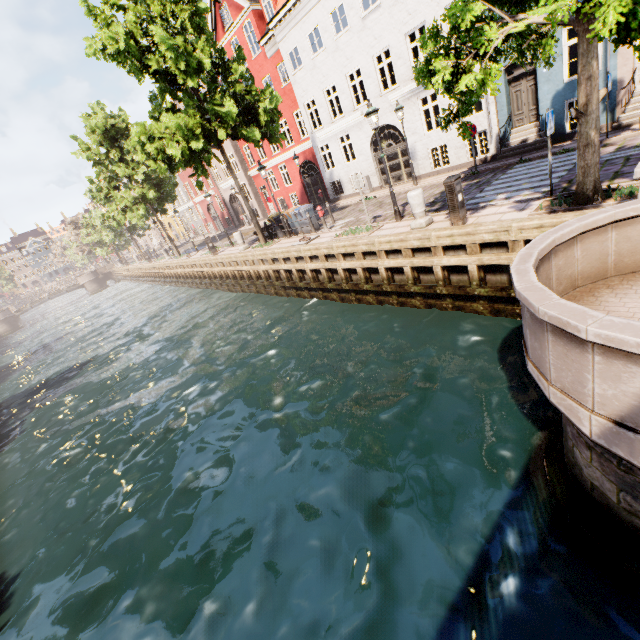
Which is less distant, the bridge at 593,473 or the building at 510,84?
the bridge at 593,473

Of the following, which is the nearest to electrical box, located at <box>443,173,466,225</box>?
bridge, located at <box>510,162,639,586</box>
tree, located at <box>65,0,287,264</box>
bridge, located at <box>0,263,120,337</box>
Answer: tree, located at <box>65,0,287,264</box>

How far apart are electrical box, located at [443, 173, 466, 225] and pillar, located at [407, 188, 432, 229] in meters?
1.0 m

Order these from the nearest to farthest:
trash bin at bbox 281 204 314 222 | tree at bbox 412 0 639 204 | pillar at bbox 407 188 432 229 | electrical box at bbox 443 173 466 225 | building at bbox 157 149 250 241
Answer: tree at bbox 412 0 639 204, electrical box at bbox 443 173 466 225, pillar at bbox 407 188 432 229, trash bin at bbox 281 204 314 222, building at bbox 157 149 250 241

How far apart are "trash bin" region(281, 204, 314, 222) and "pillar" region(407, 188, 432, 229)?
7.15m

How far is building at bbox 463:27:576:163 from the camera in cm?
1244

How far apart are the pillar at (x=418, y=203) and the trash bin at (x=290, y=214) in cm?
715

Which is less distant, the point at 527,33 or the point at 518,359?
the point at 527,33
